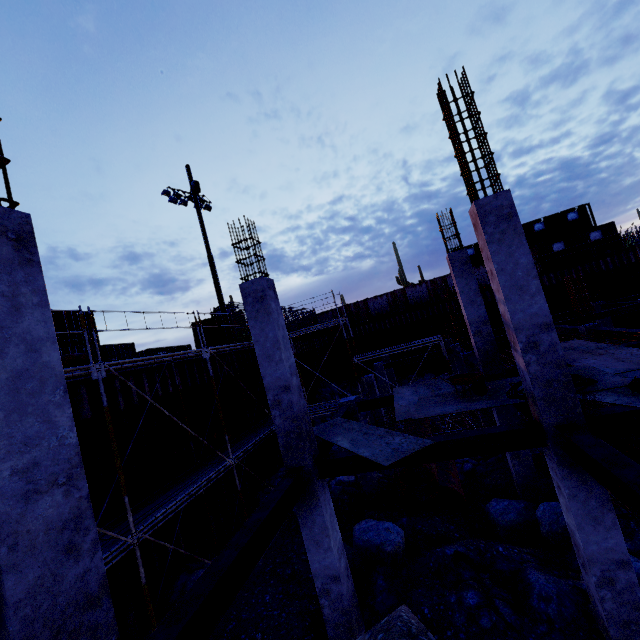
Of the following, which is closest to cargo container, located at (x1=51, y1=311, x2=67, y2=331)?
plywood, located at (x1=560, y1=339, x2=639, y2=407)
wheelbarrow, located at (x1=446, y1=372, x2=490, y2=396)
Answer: plywood, located at (x1=560, y1=339, x2=639, y2=407)

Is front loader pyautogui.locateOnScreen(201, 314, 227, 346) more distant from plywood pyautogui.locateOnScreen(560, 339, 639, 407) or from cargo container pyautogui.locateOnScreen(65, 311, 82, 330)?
plywood pyautogui.locateOnScreen(560, 339, 639, 407)

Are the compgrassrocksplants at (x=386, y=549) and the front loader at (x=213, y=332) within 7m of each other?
no

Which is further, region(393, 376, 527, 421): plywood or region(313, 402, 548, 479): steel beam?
region(393, 376, 527, 421): plywood

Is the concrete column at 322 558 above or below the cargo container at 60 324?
below

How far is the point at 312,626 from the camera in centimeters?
710cm

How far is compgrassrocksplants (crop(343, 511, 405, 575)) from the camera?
8.41m

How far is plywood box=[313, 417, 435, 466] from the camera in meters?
6.0
